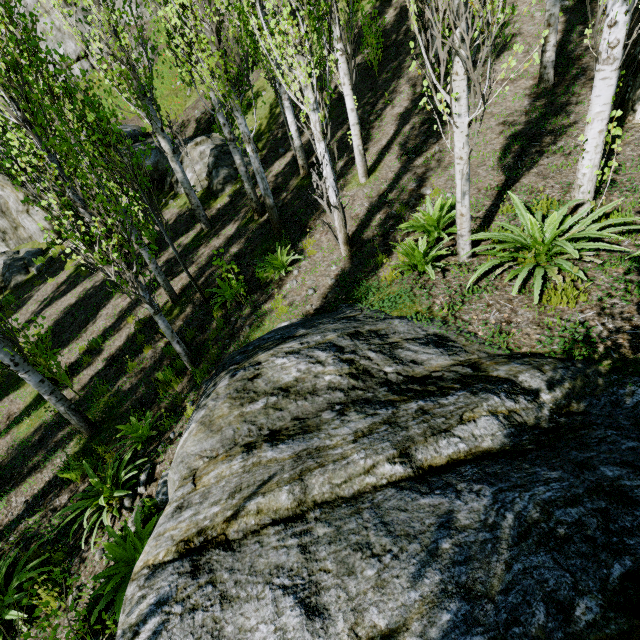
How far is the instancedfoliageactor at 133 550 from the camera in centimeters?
390cm

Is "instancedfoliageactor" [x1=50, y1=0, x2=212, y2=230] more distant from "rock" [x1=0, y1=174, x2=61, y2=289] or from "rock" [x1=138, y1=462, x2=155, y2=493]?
"rock" [x1=138, y1=462, x2=155, y2=493]

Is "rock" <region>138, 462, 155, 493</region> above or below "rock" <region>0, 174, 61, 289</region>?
below

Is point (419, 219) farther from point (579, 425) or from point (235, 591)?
point (235, 591)

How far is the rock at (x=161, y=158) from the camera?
13.79m

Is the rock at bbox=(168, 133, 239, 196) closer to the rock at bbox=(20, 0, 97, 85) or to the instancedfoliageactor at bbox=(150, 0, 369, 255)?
the instancedfoliageactor at bbox=(150, 0, 369, 255)

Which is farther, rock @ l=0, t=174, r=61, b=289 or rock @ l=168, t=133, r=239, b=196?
rock @ l=0, t=174, r=61, b=289

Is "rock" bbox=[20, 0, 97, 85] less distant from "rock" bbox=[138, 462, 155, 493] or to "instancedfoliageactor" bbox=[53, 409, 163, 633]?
"instancedfoliageactor" bbox=[53, 409, 163, 633]
